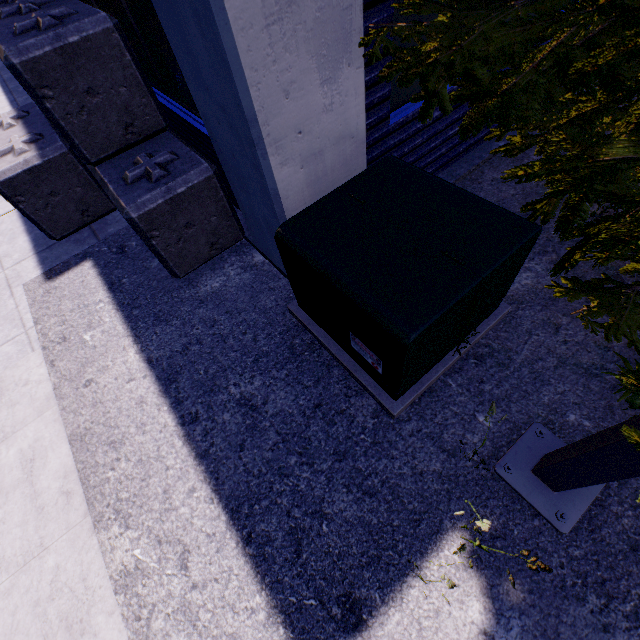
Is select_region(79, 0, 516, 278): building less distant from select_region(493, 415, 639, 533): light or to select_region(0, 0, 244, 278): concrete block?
select_region(0, 0, 244, 278): concrete block

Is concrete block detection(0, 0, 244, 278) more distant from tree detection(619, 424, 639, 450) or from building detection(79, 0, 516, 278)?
tree detection(619, 424, 639, 450)

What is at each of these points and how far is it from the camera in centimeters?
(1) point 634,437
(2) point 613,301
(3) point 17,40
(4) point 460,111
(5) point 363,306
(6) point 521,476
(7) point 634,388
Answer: (1) tree, 87cm
(2) tree, 219cm
(3) concrete block, 267cm
(4) building, 360cm
(5) electrical box, 199cm
(6) light, 228cm
(7) tree, 96cm

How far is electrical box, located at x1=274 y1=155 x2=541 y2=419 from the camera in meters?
2.0

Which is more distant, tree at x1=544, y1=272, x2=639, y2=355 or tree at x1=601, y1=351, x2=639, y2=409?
tree at x1=544, y1=272, x2=639, y2=355

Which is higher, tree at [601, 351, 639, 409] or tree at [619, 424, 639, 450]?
tree at [619, 424, 639, 450]

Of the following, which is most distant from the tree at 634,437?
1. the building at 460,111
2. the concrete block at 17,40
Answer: the concrete block at 17,40

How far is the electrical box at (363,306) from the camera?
2.0 meters
